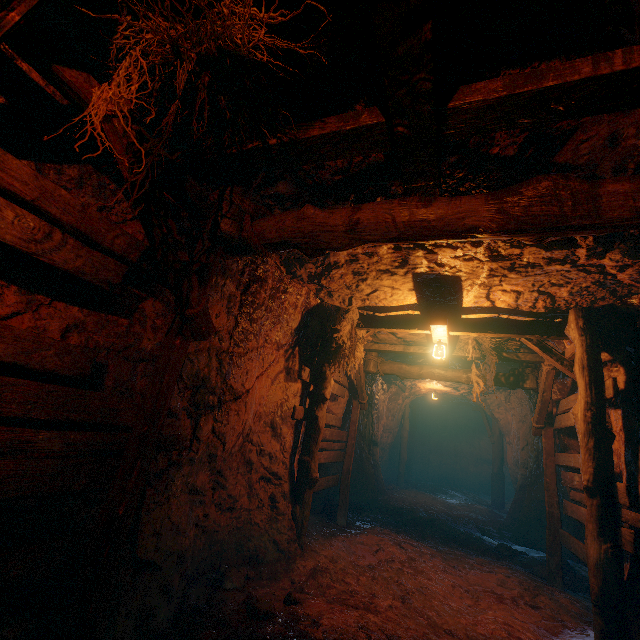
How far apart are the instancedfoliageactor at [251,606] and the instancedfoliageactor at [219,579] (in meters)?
0.61

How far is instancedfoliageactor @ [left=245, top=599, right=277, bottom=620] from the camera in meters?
3.4

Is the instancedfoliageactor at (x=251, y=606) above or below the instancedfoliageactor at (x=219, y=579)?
above

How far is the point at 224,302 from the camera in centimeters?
427cm

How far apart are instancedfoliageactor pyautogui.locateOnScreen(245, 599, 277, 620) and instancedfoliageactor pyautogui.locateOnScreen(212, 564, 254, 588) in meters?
0.6

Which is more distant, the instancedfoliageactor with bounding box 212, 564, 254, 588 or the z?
the instancedfoliageactor with bounding box 212, 564, 254, 588

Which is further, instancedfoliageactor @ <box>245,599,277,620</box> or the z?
instancedfoliageactor @ <box>245,599,277,620</box>

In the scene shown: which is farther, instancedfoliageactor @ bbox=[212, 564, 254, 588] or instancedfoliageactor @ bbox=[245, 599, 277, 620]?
instancedfoliageactor @ bbox=[212, 564, 254, 588]
